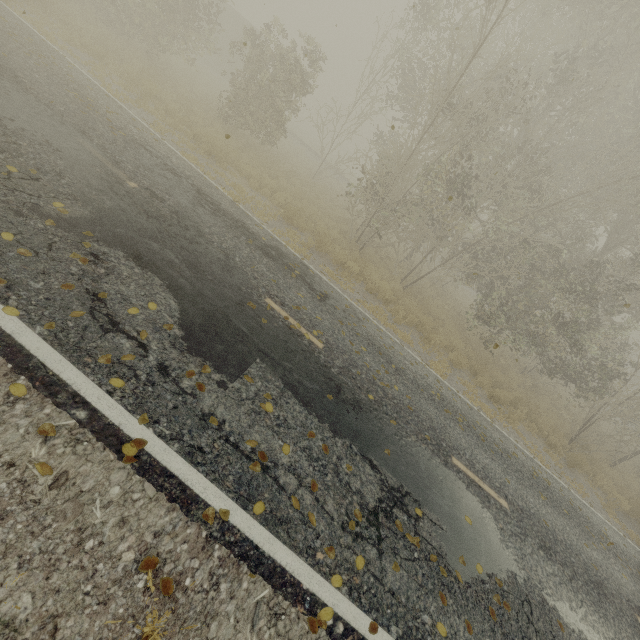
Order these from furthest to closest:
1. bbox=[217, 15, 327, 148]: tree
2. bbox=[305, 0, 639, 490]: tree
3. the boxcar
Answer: the boxcar < bbox=[217, 15, 327, 148]: tree < bbox=[305, 0, 639, 490]: tree

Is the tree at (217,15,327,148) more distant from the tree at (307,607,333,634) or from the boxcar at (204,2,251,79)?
the tree at (307,607,333,634)

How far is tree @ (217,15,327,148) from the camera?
14.3m

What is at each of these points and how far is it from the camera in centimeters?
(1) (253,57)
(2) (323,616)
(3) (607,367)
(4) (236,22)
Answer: (1) tree, 1552cm
(2) tree, 317cm
(3) tree, 1304cm
(4) boxcar, 2842cm

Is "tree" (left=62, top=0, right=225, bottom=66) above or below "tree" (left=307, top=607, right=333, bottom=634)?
above

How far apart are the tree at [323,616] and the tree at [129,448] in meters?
2.3

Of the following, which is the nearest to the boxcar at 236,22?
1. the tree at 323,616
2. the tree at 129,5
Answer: the tree at 129,5

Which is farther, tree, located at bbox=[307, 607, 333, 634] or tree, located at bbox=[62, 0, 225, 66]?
tree, located at bbox=[62, 0, 225, 66]
